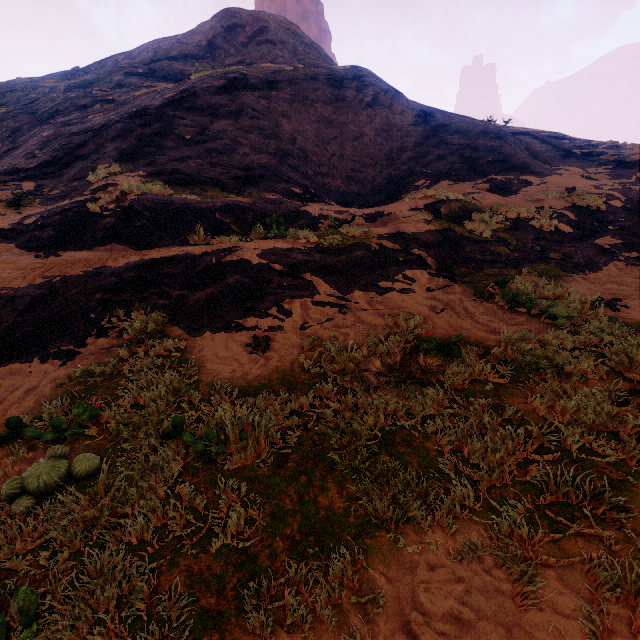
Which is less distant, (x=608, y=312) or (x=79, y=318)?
(x=79, y=318)
